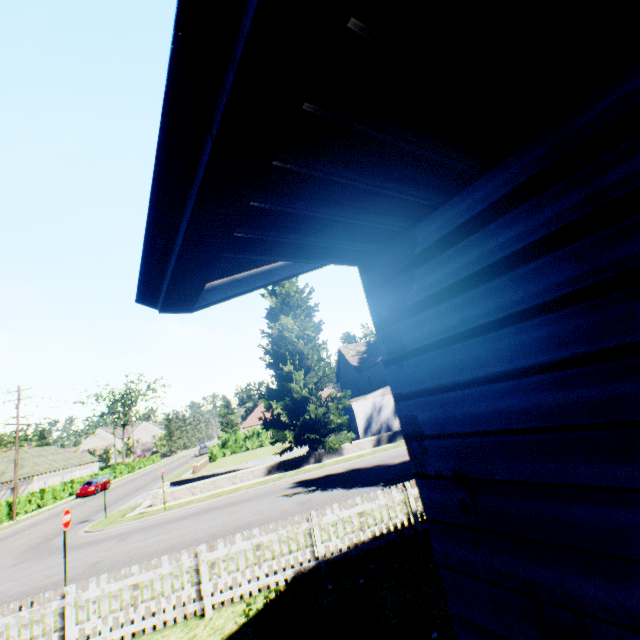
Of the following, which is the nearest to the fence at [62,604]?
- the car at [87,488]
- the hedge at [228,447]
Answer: the hedge at [228,447]

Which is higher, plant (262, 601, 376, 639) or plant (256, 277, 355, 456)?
plant (256, 277, 355, 456)

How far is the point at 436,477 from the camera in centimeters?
178cm

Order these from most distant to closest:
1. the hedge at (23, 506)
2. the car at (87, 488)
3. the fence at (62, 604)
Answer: the car at (87, 488) < the hedge at (23, 506) < the fence at (62, 604)

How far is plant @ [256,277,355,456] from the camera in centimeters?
2223cm

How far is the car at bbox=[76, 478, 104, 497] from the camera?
34.44m

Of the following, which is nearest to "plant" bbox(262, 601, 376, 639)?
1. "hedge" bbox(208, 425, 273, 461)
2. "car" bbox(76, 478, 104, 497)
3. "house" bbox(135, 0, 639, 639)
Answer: "house" bbox(135, 0, 639, 639)

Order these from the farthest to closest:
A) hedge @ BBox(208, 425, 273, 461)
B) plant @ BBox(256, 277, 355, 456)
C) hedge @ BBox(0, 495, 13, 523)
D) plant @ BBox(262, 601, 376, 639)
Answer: hedge @ BBox(208, 425, 273, 461), hedge @ BBox(0, 495, 13, 523), plant @ BBox(256, 277, 355, 456), plant @ BBox(262, 601, 376, 639)
